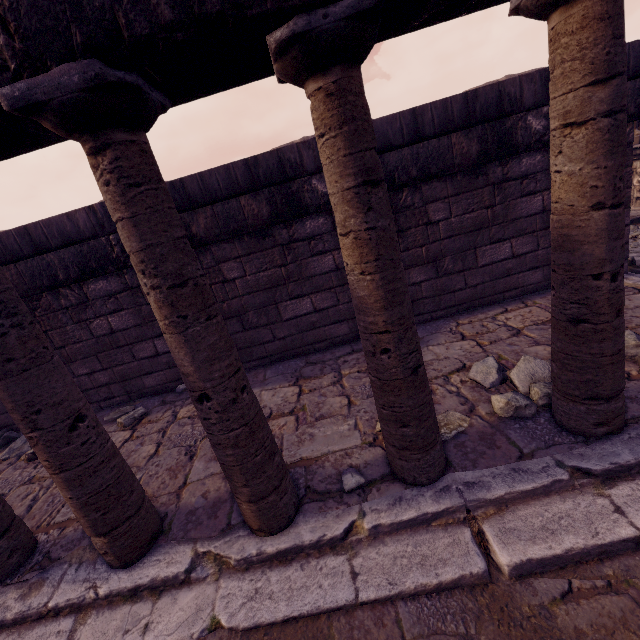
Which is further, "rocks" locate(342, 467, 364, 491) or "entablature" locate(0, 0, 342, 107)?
"rocks" locate(342, 467, 364, 491)

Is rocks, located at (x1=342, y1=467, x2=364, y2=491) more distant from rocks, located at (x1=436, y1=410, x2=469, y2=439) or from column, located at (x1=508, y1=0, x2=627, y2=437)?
column, located at (x1=508, y1=0, x2=627, y2=437)

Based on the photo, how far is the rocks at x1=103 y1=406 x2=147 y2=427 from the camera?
3.96m

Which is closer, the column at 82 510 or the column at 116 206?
the column at 116 206

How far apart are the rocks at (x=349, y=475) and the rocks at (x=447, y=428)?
0.4 meters

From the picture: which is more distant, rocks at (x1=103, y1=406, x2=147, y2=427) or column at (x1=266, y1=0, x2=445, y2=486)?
rocks at (x1=103, y1=406, x2=147, y2=427)

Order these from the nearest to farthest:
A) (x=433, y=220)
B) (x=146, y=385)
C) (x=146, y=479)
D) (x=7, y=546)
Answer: (x=7, y=546), (x=146, y=479), (x=433, y=220), (x=146, y=385)

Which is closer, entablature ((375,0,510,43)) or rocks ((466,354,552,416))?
entablature ((375,0,510,43))
